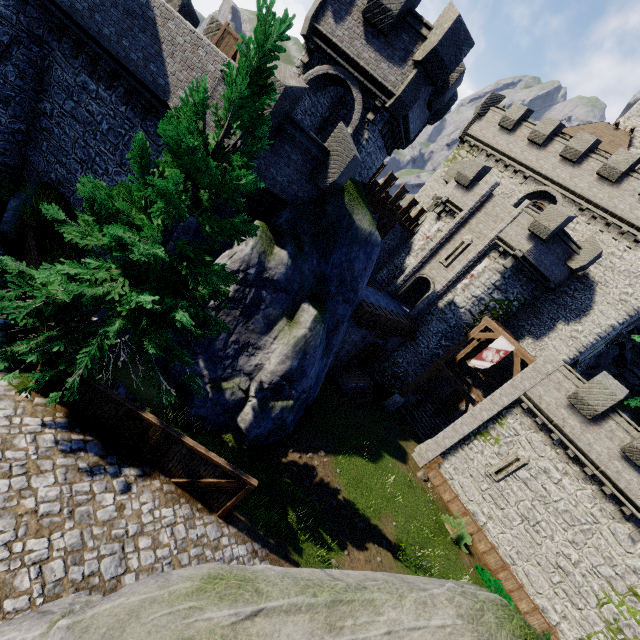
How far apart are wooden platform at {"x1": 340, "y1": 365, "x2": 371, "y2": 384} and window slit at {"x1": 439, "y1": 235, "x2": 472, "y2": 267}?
10.1m

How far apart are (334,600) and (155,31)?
16.6 meters

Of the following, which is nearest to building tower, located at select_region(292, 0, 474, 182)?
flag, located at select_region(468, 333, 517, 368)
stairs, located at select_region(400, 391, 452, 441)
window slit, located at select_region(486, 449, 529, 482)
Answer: flag, located at select_region(468, 333, 517, 368)

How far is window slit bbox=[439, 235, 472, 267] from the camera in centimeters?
2403cm

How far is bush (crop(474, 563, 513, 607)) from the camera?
16.52m

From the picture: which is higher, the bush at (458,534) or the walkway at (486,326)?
the walkway at (486,326)

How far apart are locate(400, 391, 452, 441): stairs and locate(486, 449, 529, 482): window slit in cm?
525

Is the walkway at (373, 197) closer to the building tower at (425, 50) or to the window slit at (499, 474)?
the building tower at (425, 50)
